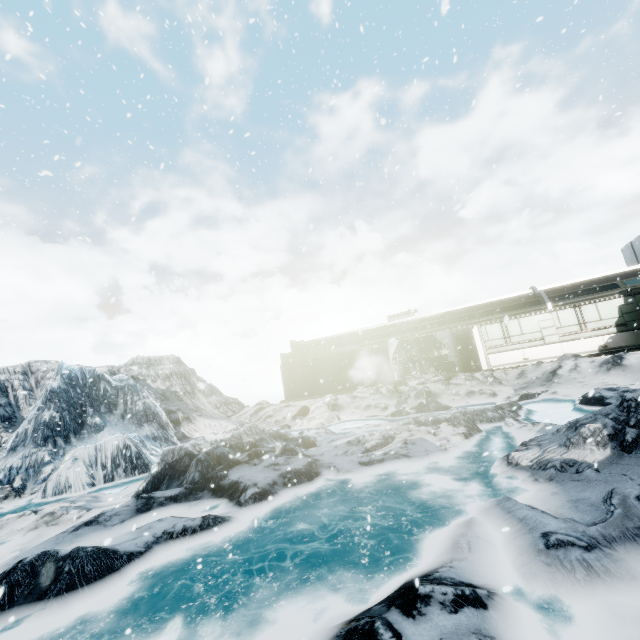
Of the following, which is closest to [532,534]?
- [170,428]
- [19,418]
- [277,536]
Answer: [277,536]
